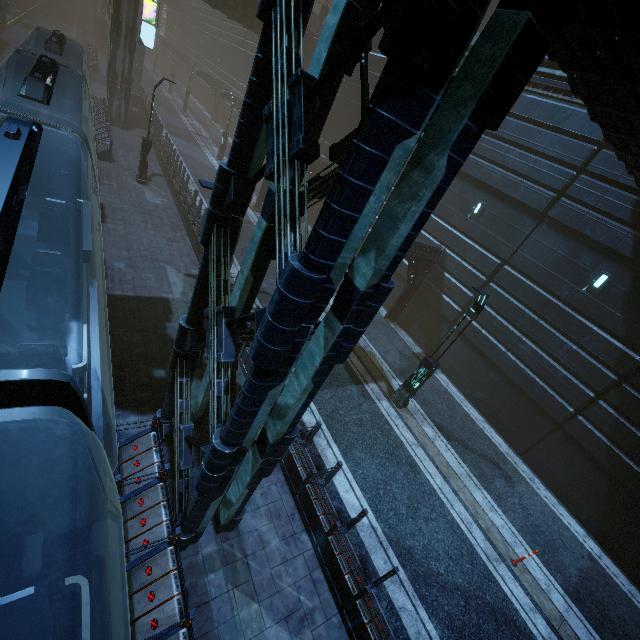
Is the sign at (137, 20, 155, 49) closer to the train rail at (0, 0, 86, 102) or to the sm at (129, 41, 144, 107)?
the train rail at (0, 0, 86, 102)

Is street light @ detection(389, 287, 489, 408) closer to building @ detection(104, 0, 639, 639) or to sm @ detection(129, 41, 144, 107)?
building @ detection(104, 0, 639, 639)

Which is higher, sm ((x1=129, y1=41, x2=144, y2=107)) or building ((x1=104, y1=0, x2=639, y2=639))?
sm ((x1=129, y1=41, x2=144, y2=107))

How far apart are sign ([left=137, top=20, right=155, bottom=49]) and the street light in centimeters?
2819cm

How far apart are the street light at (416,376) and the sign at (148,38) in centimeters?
2819cm

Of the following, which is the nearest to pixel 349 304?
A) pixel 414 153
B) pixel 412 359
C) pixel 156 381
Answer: pixel 414 153

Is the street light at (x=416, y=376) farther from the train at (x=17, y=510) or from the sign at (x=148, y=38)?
the sign at (x=148, y=38)

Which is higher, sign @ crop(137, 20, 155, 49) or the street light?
sign @ crop(137, 20, 155, 49)
